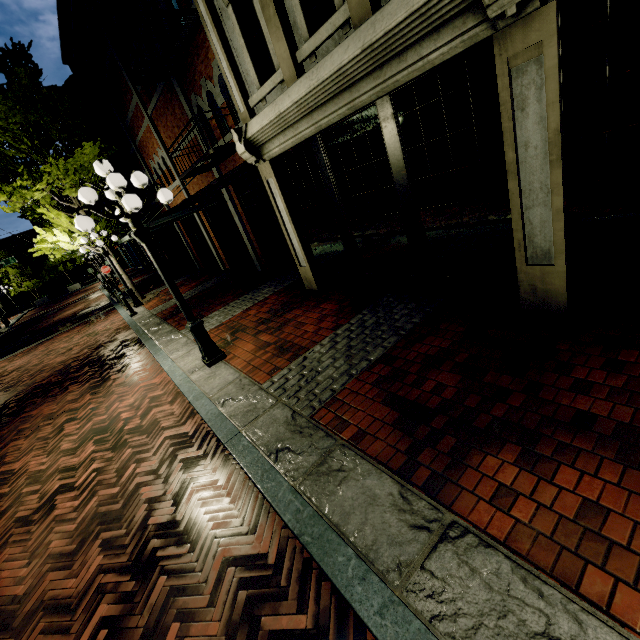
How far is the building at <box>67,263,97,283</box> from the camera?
47.8 meters

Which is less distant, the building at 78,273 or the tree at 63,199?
the tree at 63,199

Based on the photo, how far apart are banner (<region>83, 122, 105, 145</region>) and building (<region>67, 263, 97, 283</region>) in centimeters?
3728cm

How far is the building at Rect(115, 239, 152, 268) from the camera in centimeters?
3057cm

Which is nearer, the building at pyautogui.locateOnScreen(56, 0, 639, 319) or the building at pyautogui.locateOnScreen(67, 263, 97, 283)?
the building at pyautogui.locateOnScreen(56, 0, 639, 319)

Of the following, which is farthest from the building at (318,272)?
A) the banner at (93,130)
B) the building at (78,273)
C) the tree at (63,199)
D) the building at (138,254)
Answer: the building at (78,273)

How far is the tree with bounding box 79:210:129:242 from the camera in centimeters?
1305cm

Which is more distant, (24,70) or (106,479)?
(24,70)
